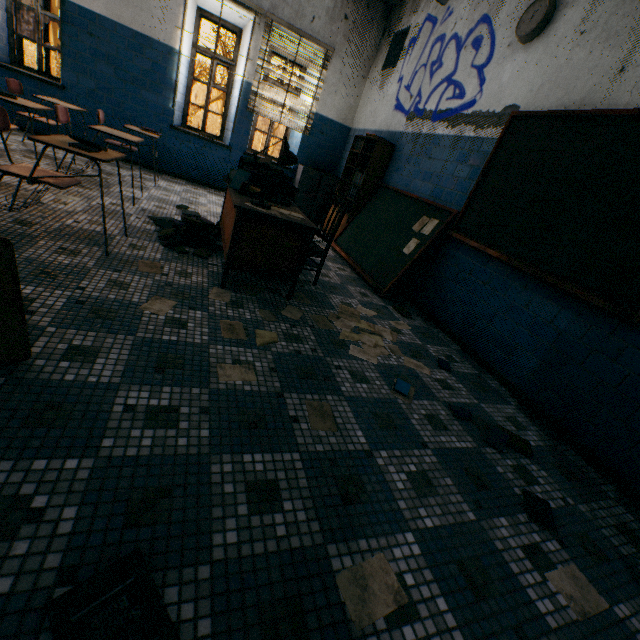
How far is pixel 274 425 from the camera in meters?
1.6

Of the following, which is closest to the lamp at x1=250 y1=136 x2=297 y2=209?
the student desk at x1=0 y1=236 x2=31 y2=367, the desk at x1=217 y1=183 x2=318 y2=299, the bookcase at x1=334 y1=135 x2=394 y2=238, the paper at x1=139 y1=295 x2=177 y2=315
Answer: the desk at x1=217 y1=183 x2=318 y2=299

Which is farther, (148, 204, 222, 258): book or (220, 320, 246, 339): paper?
(148, 204, 222, 258): book

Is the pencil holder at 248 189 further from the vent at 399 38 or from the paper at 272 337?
the vent at 399 38

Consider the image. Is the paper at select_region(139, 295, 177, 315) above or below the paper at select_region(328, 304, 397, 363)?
below

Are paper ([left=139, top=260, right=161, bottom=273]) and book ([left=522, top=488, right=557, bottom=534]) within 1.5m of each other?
no

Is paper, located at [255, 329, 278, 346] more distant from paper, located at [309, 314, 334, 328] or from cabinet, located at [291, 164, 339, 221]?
cabinet, located at [291, 164, 339, 221]

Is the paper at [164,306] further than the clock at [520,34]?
No
